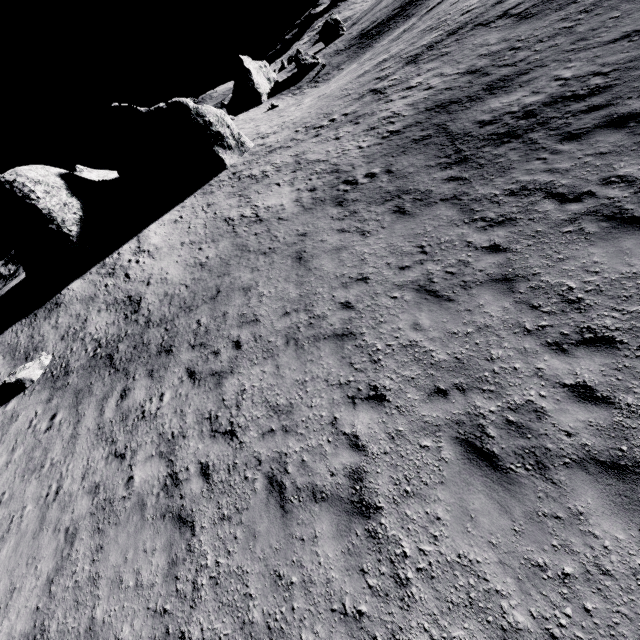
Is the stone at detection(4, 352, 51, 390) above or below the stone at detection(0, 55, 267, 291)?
below

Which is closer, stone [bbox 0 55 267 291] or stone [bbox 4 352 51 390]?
stone [bbox 4 352 51 390]

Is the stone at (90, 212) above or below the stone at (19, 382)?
above

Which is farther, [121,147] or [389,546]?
[121,147]

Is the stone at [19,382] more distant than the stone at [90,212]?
No
